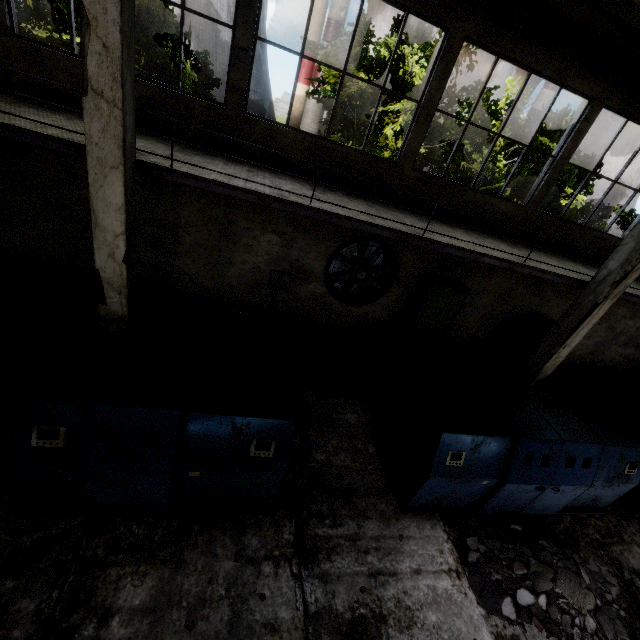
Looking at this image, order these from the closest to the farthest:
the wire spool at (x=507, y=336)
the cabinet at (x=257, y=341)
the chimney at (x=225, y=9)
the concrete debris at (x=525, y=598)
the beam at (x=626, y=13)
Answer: the beam at (x=626, y=13) < the concrete debris at (x=525, y=598) < the cabinet at (x=257, y=341) < the wire spool at (x=507, y=336) < the chimney at (x=225, y=9)

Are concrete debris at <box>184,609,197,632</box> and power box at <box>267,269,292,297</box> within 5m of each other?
no

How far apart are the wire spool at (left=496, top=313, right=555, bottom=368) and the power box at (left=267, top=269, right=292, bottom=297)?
7.5 meters

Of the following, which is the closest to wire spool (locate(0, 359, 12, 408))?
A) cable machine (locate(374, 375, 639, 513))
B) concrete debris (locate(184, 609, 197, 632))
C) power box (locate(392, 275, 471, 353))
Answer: concrete debris (locate(184, 609, 197, 632))

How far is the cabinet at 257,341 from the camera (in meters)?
6.44

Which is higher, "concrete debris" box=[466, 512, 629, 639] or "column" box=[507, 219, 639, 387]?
"column" box=[507, 219, 639, 387]

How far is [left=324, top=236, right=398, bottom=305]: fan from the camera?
8.9 meters

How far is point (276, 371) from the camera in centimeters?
527cm
